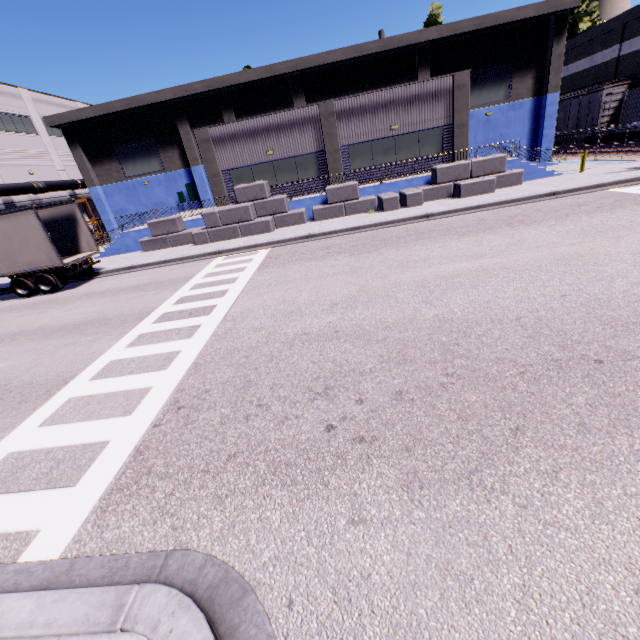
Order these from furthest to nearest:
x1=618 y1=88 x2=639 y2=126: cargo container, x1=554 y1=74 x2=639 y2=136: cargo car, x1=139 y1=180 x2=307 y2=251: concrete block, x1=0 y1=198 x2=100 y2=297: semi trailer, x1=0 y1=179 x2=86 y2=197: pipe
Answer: x1=554 y1=74 x2=639 y2=136: cargo car → x1=0 y1=179 x2=86 y2=197: pipe → x1=618 y1=88 x2=639 y2=126: cargo container → x1=139 y1=180 x2=307 y2=251: concrete block → x1=0 y1=198 x2=100 y2=297: semi trailer

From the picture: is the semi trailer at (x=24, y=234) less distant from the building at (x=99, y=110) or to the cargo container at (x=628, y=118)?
the building at (x=99, y=110)

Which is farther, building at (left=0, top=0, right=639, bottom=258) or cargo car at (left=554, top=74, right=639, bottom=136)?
cargo car at (left=554, top=74, right=639, bottom=136)

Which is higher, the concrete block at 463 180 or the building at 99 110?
the building at 99 110

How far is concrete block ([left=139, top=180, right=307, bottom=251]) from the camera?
19.1 meters

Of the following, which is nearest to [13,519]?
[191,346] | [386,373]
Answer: [191,346]

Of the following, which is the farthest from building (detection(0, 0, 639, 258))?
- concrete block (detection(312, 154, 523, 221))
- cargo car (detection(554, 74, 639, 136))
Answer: cargo car (detection(554, 74, 639, 136))
